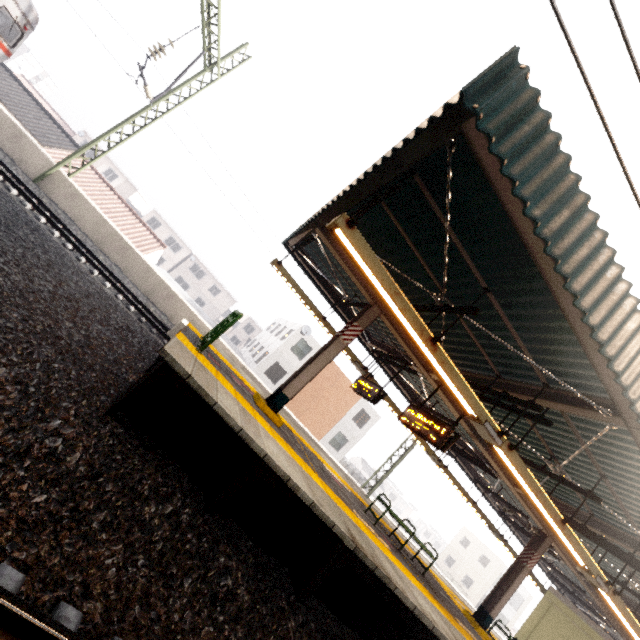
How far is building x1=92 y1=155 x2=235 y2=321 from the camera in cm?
4397

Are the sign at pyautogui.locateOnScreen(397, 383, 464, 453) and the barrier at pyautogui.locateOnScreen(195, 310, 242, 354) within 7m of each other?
→ yes

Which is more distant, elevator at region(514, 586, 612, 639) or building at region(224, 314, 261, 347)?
building at region(224, 314, 261, 347)

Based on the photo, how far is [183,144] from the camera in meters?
11.2 m

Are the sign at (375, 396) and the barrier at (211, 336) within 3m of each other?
no

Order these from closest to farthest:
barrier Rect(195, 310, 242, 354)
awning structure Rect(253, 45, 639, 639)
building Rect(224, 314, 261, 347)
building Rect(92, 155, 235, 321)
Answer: awning structure Rect(253, 45, 639, 639) → barrier Rect(195, 310, 242, 354) → building Rect(92, 155, 235, 321) → building Rect(224, 314, 261, 347)

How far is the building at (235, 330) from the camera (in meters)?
51.00

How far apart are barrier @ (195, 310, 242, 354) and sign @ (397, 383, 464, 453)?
4.39m
